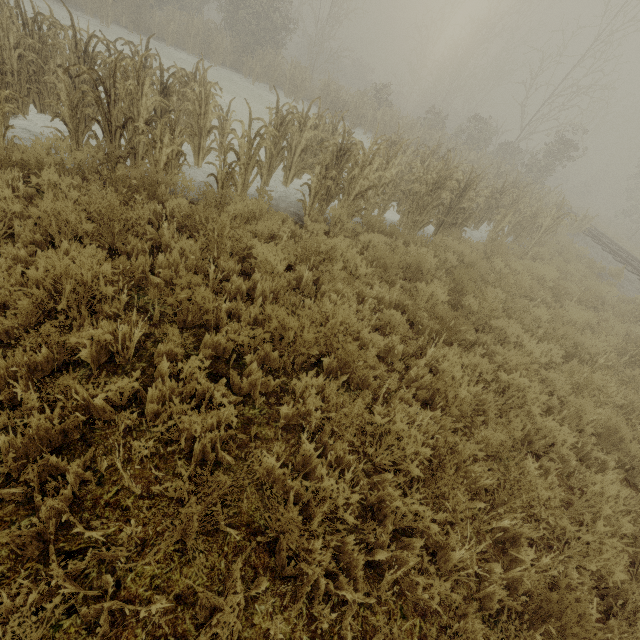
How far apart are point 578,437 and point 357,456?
3.67m
